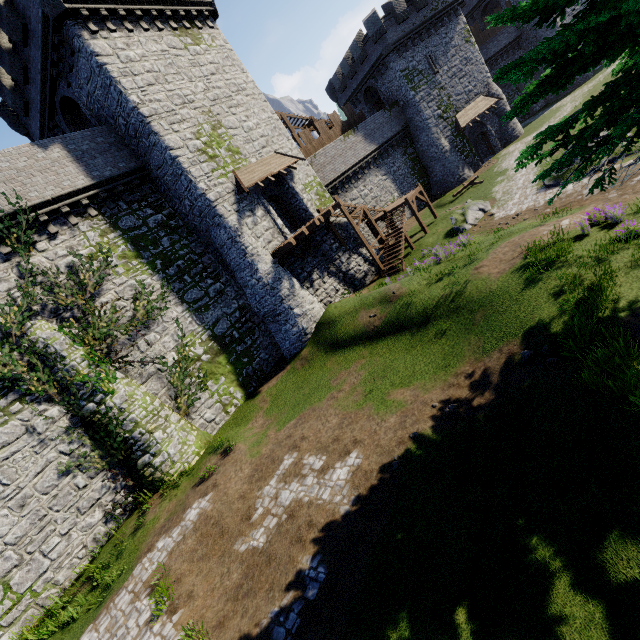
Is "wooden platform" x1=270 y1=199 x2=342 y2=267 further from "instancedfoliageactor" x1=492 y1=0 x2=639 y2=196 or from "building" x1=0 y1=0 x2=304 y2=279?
"instancedfoliageactor" x1=492 y1=0 x2=639 y2=196

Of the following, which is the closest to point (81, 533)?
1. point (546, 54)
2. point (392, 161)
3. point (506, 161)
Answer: point (546, 54)

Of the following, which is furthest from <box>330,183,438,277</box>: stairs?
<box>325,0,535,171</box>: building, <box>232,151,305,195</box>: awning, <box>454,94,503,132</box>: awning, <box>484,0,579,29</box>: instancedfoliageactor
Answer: <box>484,0,579,29</box>: instancedfoliageactor

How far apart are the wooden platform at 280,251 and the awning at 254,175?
3.09m

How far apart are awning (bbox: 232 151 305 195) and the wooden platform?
3.1 meters

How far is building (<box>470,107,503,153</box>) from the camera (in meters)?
33.53

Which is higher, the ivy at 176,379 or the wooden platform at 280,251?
the wooden platform at 280,251

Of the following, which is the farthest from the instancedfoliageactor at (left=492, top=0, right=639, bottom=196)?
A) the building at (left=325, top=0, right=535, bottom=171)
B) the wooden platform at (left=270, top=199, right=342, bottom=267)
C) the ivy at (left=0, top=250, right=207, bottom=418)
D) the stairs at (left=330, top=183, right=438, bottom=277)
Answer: the building at (left=325, top=0, right=535, bottom=171)
